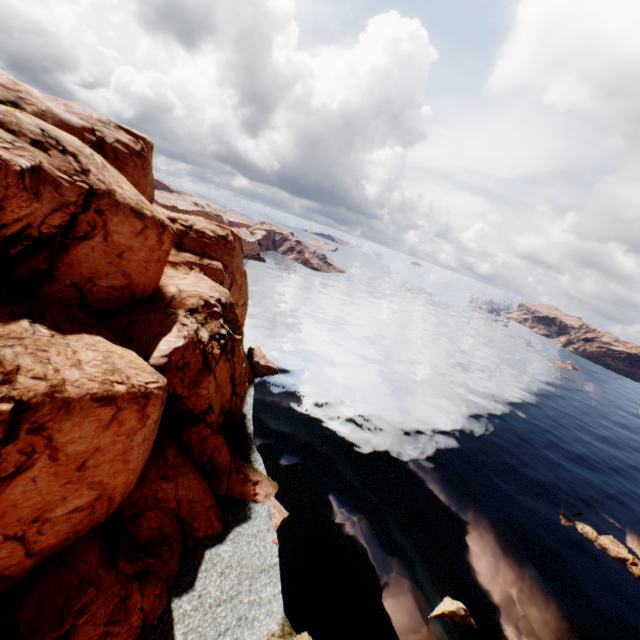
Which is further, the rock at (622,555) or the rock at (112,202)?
the rock at (622,555)

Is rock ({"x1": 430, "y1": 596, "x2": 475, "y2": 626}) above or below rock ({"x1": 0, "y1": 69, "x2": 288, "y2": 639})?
below

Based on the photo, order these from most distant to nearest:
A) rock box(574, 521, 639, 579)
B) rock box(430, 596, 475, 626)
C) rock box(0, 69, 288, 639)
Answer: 1. rock box(574, 521, 639, 579)
2. rock box(430, 596, 475, 626)
3. rock box(0, 69, 288, 639)

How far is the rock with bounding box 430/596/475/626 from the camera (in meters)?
26.58

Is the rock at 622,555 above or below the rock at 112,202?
below

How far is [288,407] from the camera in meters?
46.1 m

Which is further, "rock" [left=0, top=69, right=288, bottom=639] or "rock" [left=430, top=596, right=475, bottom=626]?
"rock" [left=430, top=596, right=475, bottom=626]

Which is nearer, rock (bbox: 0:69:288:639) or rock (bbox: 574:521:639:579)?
rock (bbox: 0:69:288:639)
